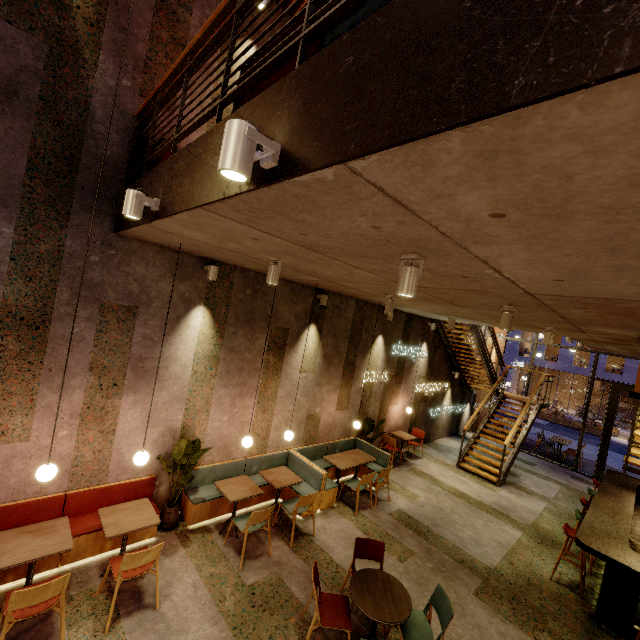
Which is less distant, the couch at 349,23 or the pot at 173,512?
the couch at 349,23

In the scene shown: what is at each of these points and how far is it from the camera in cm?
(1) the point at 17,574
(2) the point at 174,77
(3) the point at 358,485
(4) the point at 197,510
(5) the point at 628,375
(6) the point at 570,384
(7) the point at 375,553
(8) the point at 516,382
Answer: (1) seat, 398
(2) railing, 357
(3) chair, 681
(4) seat, 554
(5) building, 2356
(6) building, 3134
(7) chair, 470
(8) building, 2998

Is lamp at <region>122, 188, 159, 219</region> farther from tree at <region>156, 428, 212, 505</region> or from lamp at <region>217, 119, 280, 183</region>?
tree at <region>156, 428, 212, 505</region>

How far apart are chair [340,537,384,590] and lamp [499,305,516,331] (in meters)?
3.47

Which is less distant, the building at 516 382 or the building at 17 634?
the building at 17 634

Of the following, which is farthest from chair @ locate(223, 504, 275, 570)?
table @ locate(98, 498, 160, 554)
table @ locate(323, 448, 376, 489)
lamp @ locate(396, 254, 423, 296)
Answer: lamp @ locate(396, 254, 423, 296)

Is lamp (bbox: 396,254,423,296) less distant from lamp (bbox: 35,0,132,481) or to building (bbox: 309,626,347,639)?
building (bbox: 309,626,347,639)

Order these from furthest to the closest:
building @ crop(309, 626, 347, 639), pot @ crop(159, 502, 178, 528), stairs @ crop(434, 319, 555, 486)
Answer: stairs @ crop(434, 319, 555, 486), pot @ crop(159, 502, 178, 528), building @ crop(309, 626, 347, 639)
